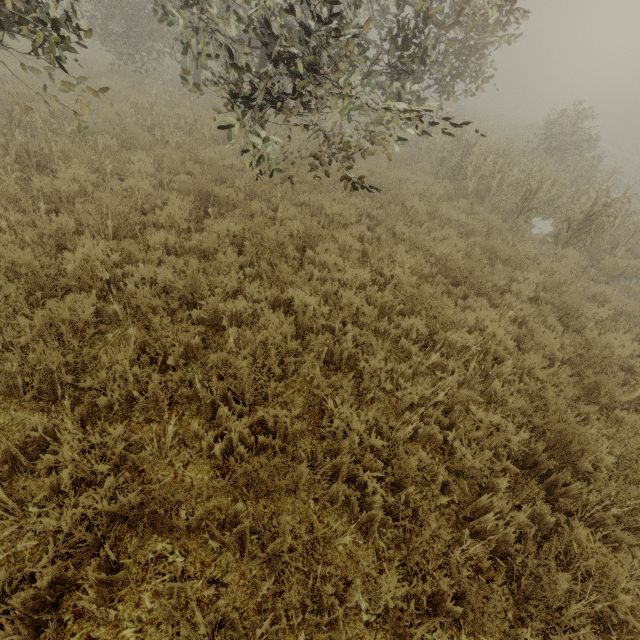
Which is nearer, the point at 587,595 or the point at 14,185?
the point at 587,595
